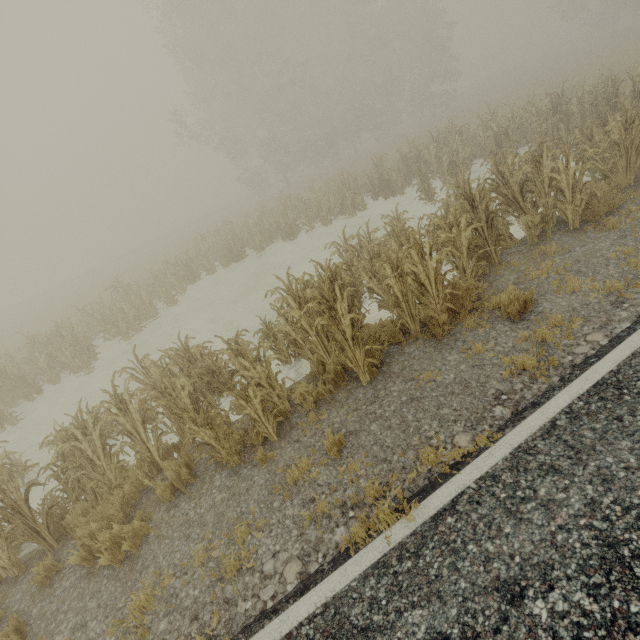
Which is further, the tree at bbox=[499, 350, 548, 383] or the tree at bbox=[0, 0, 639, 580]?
the tree at bbox=[0, 0, 639, 580]

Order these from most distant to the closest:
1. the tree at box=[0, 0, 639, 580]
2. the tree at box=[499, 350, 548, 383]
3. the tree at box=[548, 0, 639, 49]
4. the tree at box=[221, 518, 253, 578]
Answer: the tree at box=[548, 0, 639, 49] → the tree at box=[0, 0, 639, 580] → the tree at box=[499, 350, 548, 383] → the tree at box=[221, 518, 253, 578]

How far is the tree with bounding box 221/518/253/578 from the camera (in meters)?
3.52

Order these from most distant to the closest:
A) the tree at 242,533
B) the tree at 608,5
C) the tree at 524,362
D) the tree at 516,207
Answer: the tree at 608,5 < the tree at 516,207 < the tree at 524,362 < the tree at 242,533

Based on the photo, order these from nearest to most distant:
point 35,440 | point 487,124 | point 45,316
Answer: point 35,440 < point 487,124 < point 45,316

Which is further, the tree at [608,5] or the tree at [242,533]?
the tree at [608,5]
